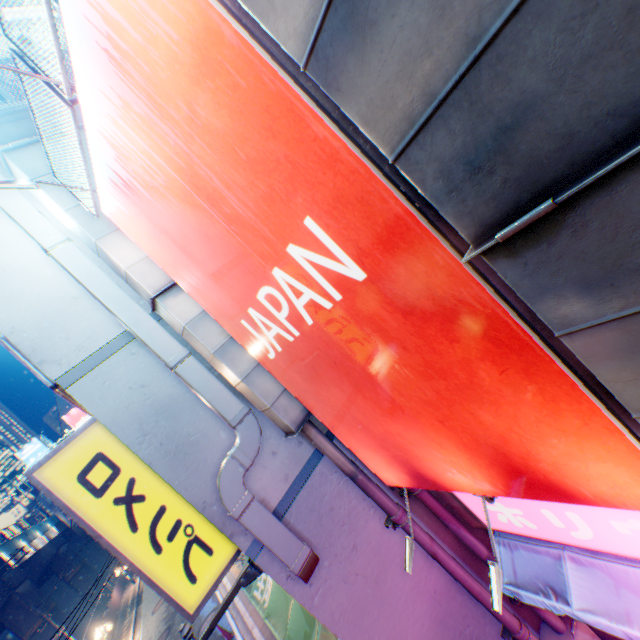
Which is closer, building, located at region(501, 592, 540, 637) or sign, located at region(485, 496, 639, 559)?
sign, located at region(485, 496, 639, 559)

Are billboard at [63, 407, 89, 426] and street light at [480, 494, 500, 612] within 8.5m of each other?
no

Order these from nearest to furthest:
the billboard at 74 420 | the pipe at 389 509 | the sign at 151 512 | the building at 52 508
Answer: the sign at 151 512 → the pipe at 389 509 → the building at 52 508 → the billboard at 74 420

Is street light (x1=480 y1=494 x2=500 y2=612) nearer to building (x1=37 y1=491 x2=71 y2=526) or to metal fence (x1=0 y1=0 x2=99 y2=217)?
metal fence (x1=0 y1=0 x2=99 y2=217)

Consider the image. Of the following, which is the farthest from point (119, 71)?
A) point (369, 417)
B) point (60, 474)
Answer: point (60, 474)

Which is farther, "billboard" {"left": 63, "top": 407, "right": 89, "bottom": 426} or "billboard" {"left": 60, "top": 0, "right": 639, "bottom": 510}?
"billboard" {"left": 63, "top": 407, "right": 89, "bottom": 426}

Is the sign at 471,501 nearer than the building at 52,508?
Yes

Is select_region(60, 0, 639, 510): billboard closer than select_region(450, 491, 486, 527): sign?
Yes
